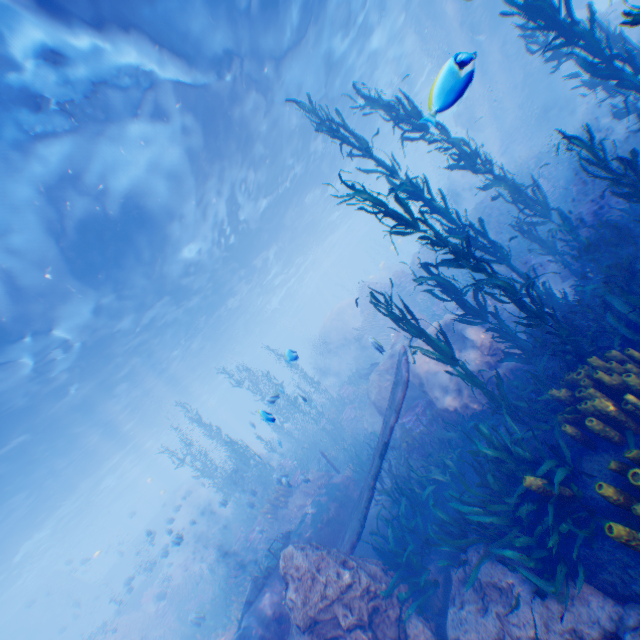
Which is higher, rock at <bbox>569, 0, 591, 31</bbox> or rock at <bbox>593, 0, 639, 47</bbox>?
rock at <bbox>569, 0, 591, 31</bbox>

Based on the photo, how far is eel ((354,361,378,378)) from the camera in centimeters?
1592cm

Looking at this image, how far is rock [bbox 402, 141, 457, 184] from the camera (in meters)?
55.47

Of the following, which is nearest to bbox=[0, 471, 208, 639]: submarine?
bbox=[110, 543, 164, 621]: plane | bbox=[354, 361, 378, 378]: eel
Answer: bbox=[110, 543, 164, 621]: plane

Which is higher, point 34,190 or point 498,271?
point 34,190

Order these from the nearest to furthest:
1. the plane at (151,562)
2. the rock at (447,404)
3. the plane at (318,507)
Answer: the plane at (318,507)
the rock at (447,404)
the plane at (151,562)

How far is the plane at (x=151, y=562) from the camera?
17.42m

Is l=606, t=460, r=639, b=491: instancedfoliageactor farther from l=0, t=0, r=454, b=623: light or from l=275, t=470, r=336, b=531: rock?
l=0, t=0, r=454, b=623: light
